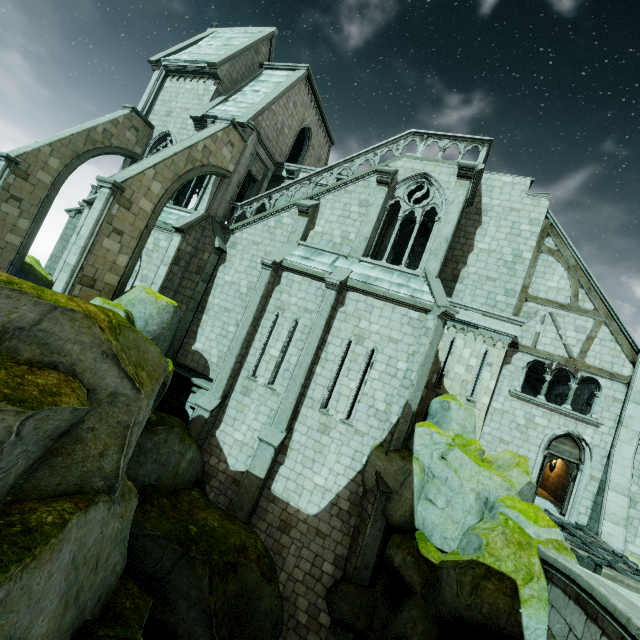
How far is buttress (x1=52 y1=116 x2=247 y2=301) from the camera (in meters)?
11.60

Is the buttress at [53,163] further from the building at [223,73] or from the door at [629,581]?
the door at [629,581]

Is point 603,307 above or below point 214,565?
above

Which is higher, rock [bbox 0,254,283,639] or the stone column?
the stone column

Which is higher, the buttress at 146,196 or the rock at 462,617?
the buttress at 146,196

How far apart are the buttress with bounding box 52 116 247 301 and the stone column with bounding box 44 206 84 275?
9.7m

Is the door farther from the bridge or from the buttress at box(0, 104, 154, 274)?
the buttress at box(0, 104, 154, 274)
